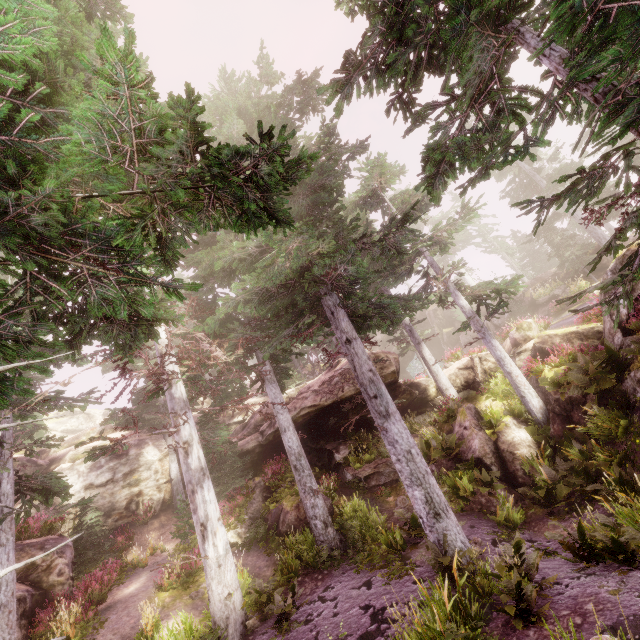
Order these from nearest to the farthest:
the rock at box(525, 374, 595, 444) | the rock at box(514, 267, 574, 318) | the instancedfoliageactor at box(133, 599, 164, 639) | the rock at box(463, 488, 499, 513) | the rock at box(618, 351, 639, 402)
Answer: the instancedfoliageactor at box(133, 599, 164, 639), the rock at box(618, 351, 639, 402), the rock at box(463, 488, 499, 513), the rock at box(525, 374, 595, 444), the rock at box(514, 267, 574, 318)

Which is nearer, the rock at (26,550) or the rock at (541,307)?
the rock at (26,550)

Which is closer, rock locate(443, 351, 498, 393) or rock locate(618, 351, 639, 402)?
rock locate(618, 351, 639, 402)

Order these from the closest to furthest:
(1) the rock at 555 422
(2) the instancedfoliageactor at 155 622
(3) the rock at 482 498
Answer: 1. (2) the instancedfoliageactor at 155 622
2. (3) the rock at 482 498
3. (1) the rock at 555 422

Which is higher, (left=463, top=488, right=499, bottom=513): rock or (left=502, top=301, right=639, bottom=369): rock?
(left=502, top=301, right=639, bottom=369): rock

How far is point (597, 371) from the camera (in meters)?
11.20

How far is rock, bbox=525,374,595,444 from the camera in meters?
12.8

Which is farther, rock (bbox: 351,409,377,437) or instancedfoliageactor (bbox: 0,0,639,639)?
rock (bbox: 351,409,377,437)
